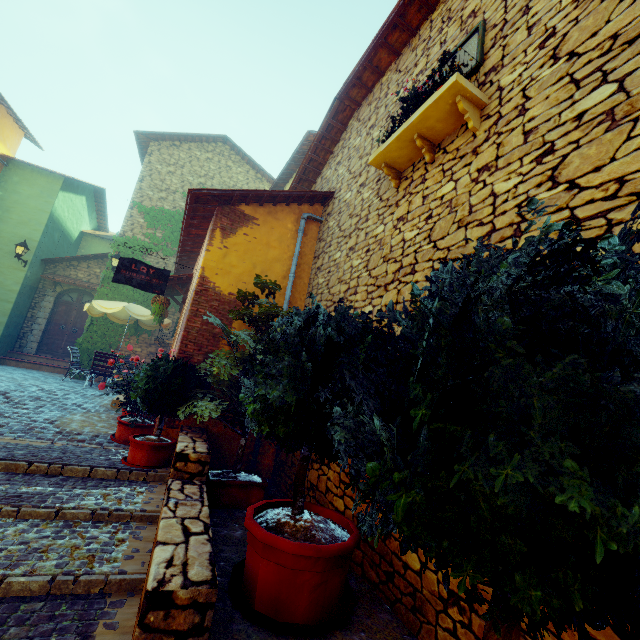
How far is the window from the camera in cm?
366

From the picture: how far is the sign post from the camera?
6.4 meters

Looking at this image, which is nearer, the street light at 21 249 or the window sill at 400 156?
the window sill at 400 156

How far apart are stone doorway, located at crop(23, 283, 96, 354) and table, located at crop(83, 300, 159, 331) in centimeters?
371cm

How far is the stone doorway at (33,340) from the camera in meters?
12.7

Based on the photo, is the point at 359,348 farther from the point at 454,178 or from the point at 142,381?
the point at 142,381

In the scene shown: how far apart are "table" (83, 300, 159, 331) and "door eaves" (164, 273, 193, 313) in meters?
1.0

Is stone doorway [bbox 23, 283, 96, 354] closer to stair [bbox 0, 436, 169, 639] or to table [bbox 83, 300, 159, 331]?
table [bbox 83, 300, 159, 331]
